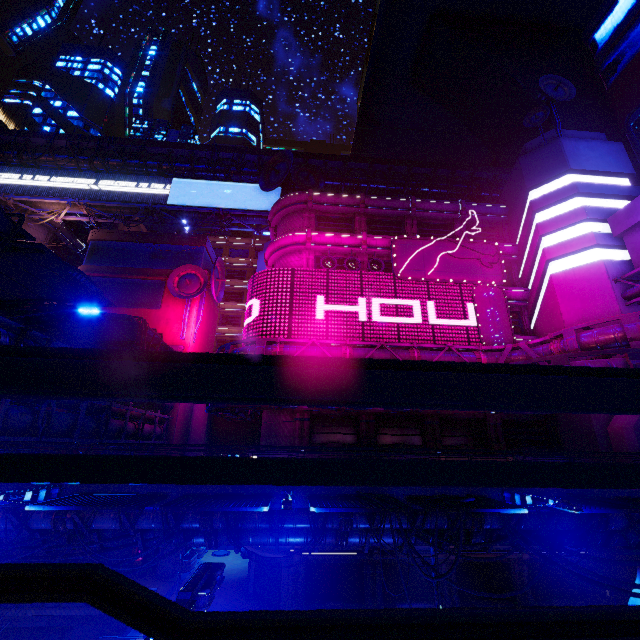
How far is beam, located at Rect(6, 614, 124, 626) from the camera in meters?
18.9

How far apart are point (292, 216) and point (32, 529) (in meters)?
27.70

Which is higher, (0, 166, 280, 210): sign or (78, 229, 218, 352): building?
(0, 166, 280, 210): sign

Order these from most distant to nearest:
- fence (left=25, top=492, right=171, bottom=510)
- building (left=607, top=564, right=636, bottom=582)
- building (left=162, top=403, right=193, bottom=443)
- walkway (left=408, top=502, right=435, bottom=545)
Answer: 1. building (left=162, top=403, right=193, bottom=443)
2. building (left=607, top=564, right=636, bottom=582)
3. walkway (left=408, top=502, right=435, bottom=545)
4. fence (left=25, top=492, right=171, bottom=510)

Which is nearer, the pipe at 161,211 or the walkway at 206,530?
the walkway at 206,530

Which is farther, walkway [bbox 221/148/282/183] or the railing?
walkway [bbox 221/148/282/183]

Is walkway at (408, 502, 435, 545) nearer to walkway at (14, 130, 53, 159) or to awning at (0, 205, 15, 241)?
awning at (0, 205, 15, 241)

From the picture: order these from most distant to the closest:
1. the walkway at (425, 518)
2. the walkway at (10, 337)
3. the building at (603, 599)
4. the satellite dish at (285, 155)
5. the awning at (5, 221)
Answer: the satellite dish at (285, 155) → the building at (603, 599) → the walkway at (10, 337) → the walkway at (425, 518) → the awning at (5, 221)
